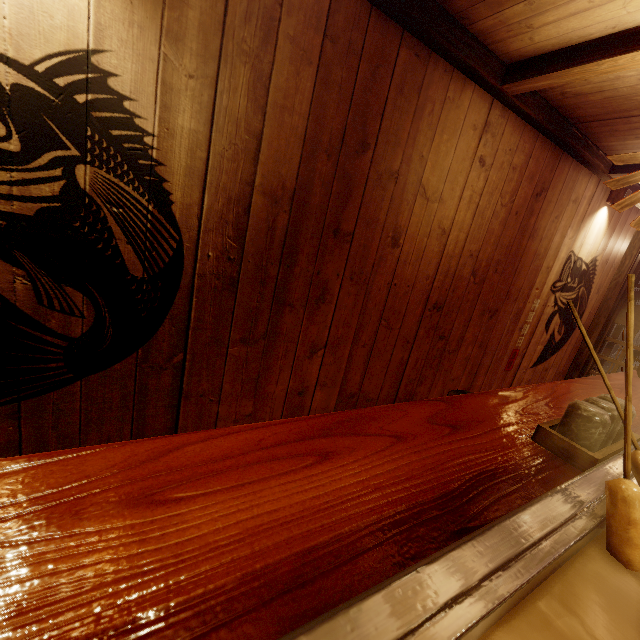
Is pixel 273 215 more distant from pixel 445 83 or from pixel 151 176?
pixel 445 83

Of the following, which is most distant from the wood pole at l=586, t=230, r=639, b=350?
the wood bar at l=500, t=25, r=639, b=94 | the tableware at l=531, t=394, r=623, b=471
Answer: the tableware at l=531, t=394, r=623, b=471

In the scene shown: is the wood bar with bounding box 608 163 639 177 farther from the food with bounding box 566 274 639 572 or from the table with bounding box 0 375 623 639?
the food with bounding box 566 274 639 572

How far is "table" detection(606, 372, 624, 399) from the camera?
3.5 meters

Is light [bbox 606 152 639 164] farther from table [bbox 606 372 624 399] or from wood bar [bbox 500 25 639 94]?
table [bbox 606 372 624 399]

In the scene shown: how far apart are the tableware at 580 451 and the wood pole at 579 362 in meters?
7.5

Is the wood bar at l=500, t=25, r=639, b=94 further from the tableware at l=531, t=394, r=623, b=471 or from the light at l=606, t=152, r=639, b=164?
the tableware at l=531, t=394, r=623, b=471

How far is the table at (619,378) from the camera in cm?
347
